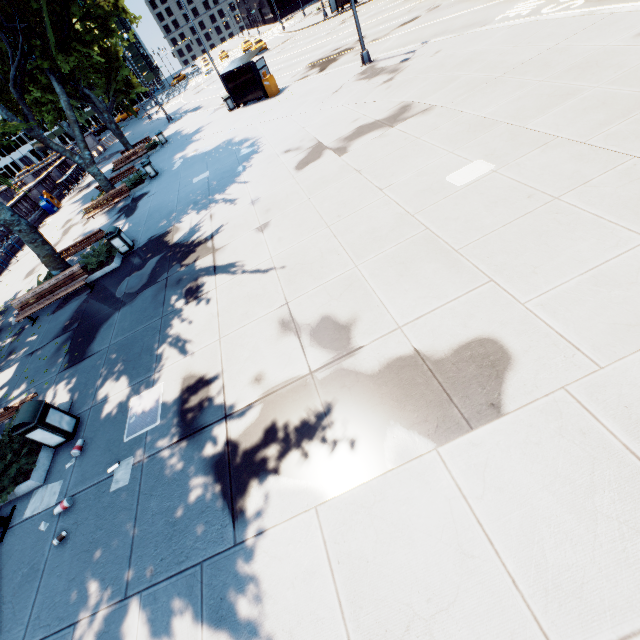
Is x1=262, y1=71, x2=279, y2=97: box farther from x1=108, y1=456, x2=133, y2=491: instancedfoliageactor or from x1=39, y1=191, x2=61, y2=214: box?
x1=108, y1=456, x2=133, y2=491: instancedfoliageactor

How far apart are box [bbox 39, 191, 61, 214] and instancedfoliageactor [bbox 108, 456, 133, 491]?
28.5 meters

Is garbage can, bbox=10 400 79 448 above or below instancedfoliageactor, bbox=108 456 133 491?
above

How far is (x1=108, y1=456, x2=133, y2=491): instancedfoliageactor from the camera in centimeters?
544cm

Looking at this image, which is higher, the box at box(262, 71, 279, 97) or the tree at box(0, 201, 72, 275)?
the tree at box(0, 201, 72, 275)

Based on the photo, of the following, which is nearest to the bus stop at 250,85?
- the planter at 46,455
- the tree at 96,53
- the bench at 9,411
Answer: the tree at 96,53

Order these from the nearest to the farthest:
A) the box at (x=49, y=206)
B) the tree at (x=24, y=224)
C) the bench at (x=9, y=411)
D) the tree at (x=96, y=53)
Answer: the bench at (x=9, y=411)
the tree at (x=24, y=224)
the tree at (x=96, y=53)
the box at (x=49, y=206)

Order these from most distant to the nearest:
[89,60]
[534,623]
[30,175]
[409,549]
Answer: [30,175] < [89,60] < [409,549] < [534,623]
